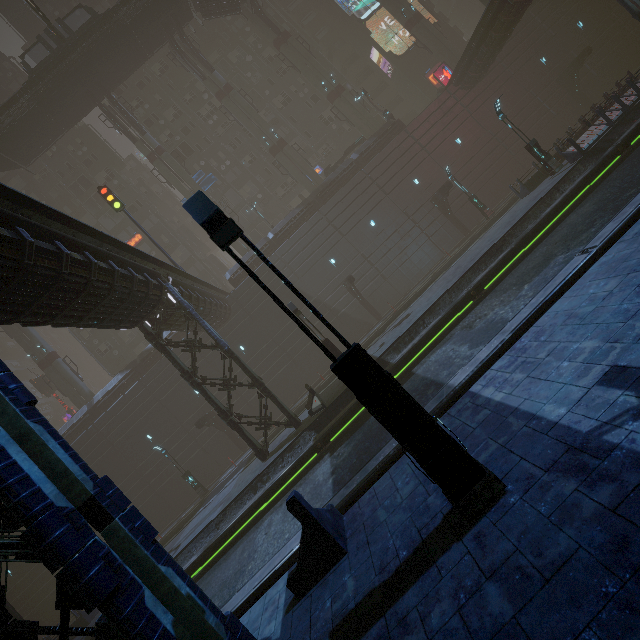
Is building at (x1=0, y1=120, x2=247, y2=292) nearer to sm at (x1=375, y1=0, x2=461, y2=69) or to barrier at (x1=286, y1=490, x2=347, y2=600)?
barrier at (x1=286, y1=490, x2=347, y2=600)

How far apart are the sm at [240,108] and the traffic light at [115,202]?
18.0 meters

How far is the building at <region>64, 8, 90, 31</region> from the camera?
42.8m

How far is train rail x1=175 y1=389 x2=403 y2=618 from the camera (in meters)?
7.85

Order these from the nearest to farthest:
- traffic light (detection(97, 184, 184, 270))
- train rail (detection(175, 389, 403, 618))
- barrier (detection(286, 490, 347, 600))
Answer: barrier (detection(286, 490, 347, 600)), train rail (detection(175, 389, 403, 618)), traffic light (detection(97, 184, 184, 270))

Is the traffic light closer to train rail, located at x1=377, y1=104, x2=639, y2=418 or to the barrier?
train rail, located at x1=377, y1=104, x2=639, y2=418

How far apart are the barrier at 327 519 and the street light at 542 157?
22.8 meters

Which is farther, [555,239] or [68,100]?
[68,100]
